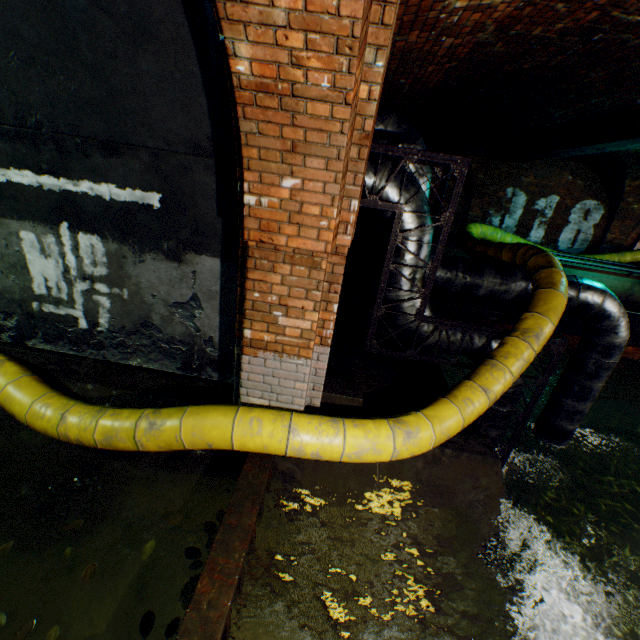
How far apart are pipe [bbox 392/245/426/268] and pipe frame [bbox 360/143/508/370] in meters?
0.0 m

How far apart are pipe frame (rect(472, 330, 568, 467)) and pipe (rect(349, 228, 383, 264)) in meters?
3.8 m

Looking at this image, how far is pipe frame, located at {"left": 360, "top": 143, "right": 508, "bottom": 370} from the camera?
3.7 meters

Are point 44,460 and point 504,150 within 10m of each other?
no

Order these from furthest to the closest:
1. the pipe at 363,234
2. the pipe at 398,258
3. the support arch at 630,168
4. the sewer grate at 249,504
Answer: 1. the support arch at 630,168
2. the pipe at 363,234
3. the pipe at 398,258
4. the sewer grate at 249,504

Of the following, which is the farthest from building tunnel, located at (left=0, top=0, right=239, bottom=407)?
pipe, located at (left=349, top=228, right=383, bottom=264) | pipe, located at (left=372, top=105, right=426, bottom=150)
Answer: pipe, located at (left=349, top=228, right=383, bottom=264)

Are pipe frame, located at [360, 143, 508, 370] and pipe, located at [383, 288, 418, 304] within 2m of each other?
yes

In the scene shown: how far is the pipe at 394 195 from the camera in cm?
396
